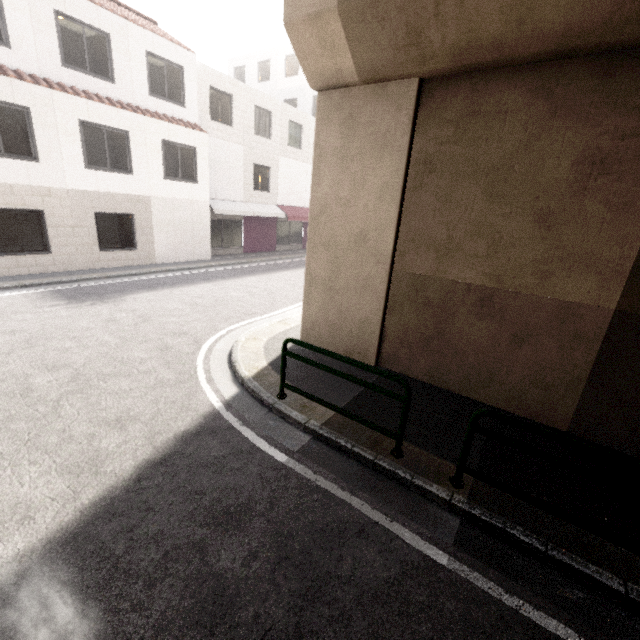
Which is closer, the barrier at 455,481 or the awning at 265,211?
Result: the barrier at 455,481

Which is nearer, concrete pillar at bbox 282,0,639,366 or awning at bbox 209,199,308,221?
concrete pillar at bbox 282,0,639,366

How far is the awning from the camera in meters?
17.1

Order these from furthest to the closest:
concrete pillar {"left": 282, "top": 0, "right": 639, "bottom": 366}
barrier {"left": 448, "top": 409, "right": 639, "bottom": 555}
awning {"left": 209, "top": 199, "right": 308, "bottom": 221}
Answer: awning {"left": 209, "top": 199, "right": 308, "bottom": 221}, concrete pillar {"left": 282, "top": 0, "right": 639, "bottom": 366}, barrier {"left": 448, "top": 409, "right": 639, "bottom": 555}

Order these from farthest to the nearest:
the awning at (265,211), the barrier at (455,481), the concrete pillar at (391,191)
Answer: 1. the awning at (265,211)
2. the concrete pillar at (391,191)
3. the barrier at (455,481)

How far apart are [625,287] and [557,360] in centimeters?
128cm

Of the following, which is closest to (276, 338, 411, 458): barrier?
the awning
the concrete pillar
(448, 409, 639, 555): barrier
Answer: (448, 409, 639, 555): barrier

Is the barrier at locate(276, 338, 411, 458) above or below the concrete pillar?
below
